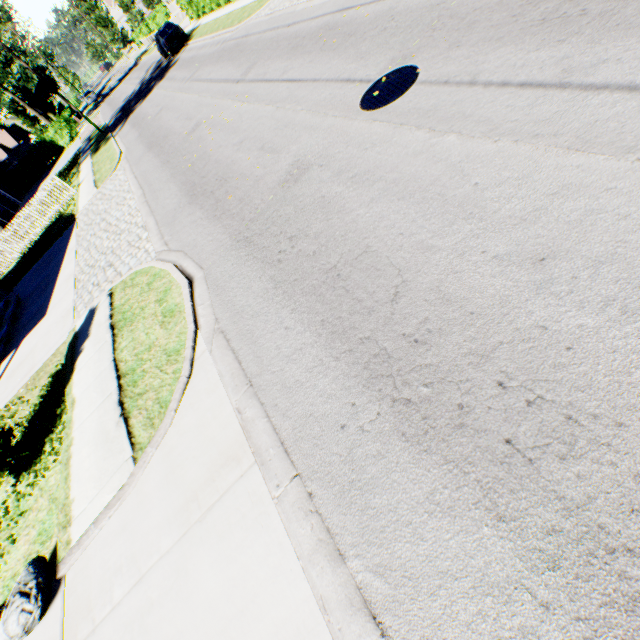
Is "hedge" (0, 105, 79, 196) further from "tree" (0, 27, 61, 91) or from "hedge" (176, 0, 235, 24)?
"hedge" (176, 0, 235, 24)

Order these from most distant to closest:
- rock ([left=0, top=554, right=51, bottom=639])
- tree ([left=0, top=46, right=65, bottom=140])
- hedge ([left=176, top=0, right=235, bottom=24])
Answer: tree ([left=0, top=46, right=65, bottom=140])
hedge ([left=176, top=0, right=235, bottom=24])
rock ([left=0, top=554, right=51, bottom=639])

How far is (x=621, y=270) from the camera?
2.6 meters

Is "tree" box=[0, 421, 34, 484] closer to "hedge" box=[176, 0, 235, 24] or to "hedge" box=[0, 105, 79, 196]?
"hedge" box=[176, 0, 235, 24]

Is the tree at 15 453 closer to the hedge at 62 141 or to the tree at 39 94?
the tree at 39 94

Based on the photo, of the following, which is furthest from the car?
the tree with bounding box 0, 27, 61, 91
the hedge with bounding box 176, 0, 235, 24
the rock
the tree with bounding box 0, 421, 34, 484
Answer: the rock

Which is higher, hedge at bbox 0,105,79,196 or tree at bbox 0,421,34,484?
hedge at bbox 0,105,79,196
